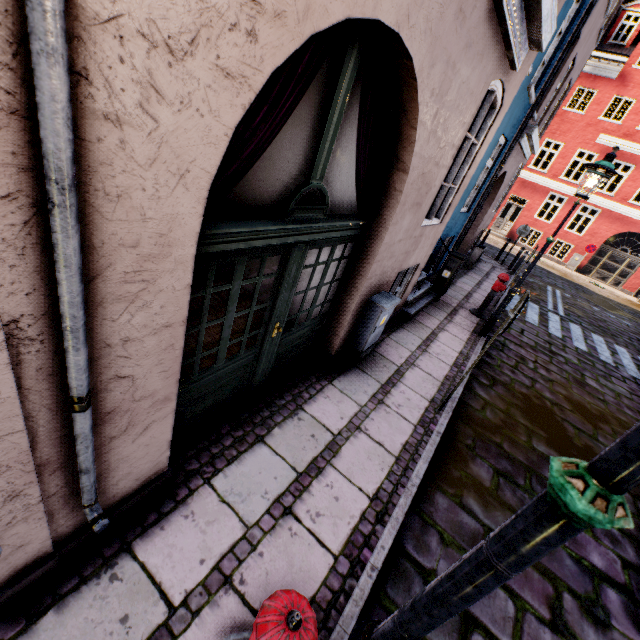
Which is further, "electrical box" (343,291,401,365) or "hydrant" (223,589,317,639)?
"electrical box" (343,291,401,365)

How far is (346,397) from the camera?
4.2m

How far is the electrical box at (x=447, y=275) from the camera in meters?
7.6

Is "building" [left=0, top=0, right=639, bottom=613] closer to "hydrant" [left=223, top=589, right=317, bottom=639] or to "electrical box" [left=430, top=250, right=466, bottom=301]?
"electrical box" [left=430, top=250, right=466, bottom=301]

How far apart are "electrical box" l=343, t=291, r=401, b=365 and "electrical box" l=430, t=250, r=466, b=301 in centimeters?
377cm

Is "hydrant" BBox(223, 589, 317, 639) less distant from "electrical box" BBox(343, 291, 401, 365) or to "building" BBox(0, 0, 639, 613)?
"building" BBox(0, 0, 639, 613)

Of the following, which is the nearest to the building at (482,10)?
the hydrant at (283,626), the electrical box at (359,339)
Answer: the electrical box at (359,339)
